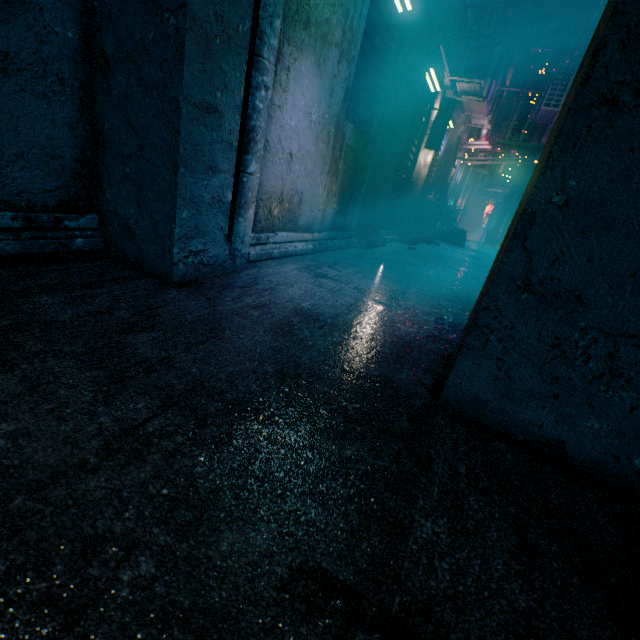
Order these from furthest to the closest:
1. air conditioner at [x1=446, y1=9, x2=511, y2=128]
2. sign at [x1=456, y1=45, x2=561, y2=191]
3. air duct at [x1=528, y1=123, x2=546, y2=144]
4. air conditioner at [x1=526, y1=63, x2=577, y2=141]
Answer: air duct at [x1=528, y1=123, x2=546, y2=144] → air conditioner at [x1=526, y1=63, x2=577, y2=141] → sign at [x1=456, y1=45, x2=561, y2=191] → air conditioner at [x1=446, y1=9, x2=511, y2=128]

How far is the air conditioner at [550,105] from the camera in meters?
7.2

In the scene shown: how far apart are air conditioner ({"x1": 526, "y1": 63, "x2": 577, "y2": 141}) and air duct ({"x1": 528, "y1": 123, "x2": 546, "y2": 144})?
1.0 meters

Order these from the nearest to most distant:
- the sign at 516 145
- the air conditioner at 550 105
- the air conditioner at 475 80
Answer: the air conditioner at 475 80, the sign at 516 145, the air conditioner at 550 105

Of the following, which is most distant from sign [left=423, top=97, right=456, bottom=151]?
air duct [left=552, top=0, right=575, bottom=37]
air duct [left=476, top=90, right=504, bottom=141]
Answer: air duct [left=552, top=0, right=575, bottom=37]

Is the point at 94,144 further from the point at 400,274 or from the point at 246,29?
the point at 400,274

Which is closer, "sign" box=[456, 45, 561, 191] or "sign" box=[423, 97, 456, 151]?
"sign" box=[423, 97, 456, 151]
